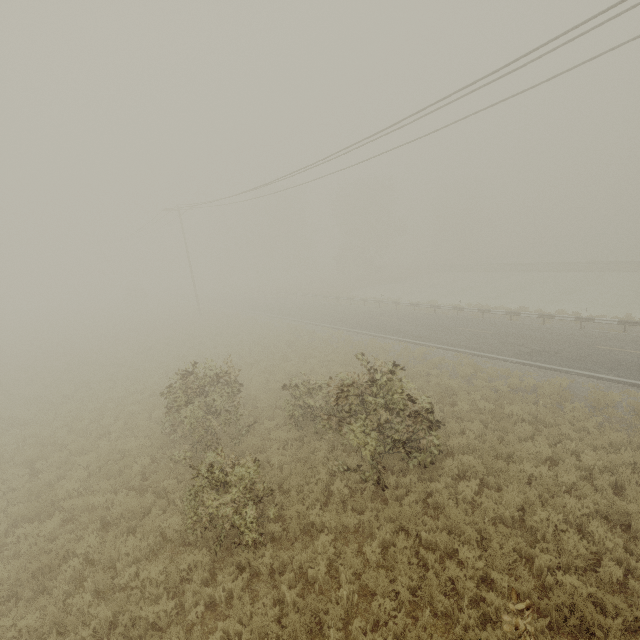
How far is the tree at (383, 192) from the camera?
51.0m

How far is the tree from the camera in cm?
5097

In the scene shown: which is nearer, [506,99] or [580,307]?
[506,99]
